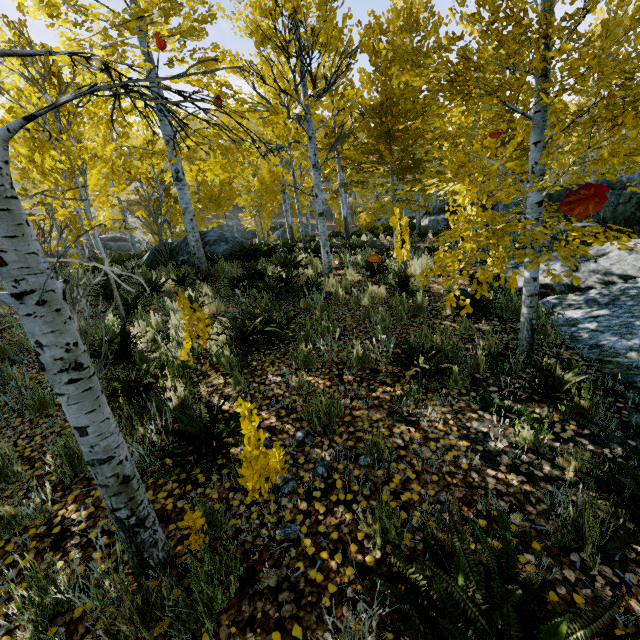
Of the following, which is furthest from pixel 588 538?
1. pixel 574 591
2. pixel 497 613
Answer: pixel 497 613

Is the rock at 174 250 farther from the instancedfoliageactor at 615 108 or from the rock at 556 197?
the rock at 556 197

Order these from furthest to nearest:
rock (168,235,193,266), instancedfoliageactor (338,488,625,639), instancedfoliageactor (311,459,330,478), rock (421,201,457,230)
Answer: rock (421,201,457,230), rock (168,235,193,266), instancedfoliageactor (311,459,330,478), instancedfoliageactor (338,488,625,639)

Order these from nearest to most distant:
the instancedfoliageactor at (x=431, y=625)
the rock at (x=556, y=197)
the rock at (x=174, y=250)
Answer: the instancedfoliageactor at (x=431, y=625), the rock at (x=174, y=250), the rock at (x=556, y=197)

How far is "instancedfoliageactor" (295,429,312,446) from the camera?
3.03m

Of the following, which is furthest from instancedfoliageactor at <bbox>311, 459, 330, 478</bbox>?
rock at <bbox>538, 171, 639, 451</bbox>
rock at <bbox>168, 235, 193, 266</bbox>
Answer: rock at <bbox>168, 235, 193, 266</bbox>

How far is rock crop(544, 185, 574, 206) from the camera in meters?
11.8 m
